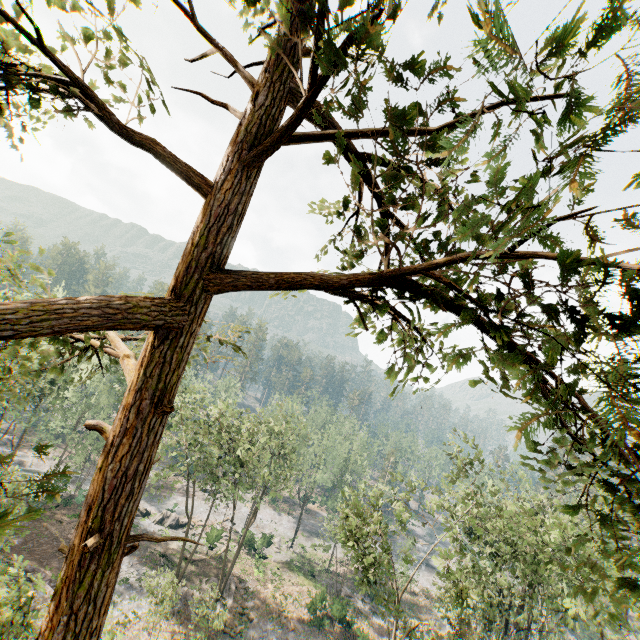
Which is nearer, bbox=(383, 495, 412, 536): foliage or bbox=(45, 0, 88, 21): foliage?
bbox=(45, 0, 88, 21): foliage

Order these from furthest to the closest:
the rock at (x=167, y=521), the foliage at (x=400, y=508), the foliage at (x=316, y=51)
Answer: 1. the rock at (x=167, y=521)
2. the foliage at (x=400, y=508)
3. the foliage at (x=316, y=51)

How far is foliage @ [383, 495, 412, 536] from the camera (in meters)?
19.97

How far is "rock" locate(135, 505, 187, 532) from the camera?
42.28m

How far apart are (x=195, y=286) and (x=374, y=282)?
2.47m

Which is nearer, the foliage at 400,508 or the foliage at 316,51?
the foliage at 316,51

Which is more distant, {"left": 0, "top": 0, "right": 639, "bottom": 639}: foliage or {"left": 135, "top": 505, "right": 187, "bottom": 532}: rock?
{"left": 135, "top": 505, "right": 187, "bottom": 532}: rock
